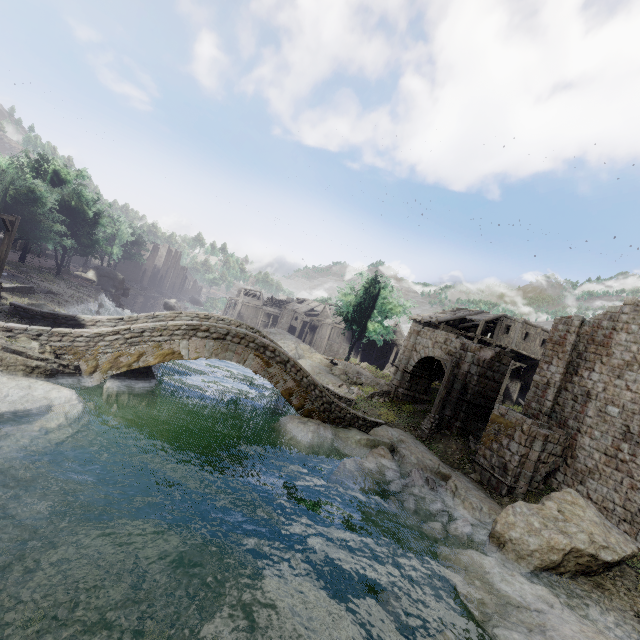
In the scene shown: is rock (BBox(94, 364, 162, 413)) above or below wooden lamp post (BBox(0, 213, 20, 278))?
below

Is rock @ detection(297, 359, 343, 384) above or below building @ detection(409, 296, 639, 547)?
below

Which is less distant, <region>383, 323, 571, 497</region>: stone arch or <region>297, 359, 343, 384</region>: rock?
<region>383, 323, 571, 497</region>: stone arch

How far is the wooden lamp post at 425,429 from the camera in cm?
1952

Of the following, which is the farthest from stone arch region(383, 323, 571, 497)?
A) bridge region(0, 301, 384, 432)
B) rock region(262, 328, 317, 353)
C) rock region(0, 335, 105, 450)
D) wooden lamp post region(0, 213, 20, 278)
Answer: rock region(262, 328, 317, 353)

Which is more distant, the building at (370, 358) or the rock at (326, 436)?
the building at (370, 358)

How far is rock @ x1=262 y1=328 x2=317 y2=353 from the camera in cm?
3969

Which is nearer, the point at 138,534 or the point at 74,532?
the point at 74,532
